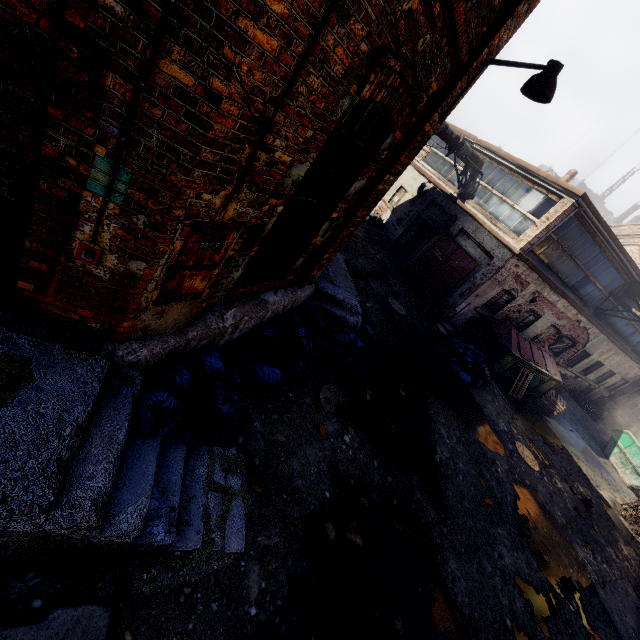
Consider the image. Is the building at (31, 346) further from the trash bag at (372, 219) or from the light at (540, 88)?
the trash bag at (372, 219)

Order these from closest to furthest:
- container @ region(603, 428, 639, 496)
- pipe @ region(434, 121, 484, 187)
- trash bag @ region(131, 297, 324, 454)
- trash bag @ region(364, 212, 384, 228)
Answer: trash bag @ region(131, 297, 324, 454) < pipe @ region(434, 121, 484, 187) < container @ region(603, 428, 639, 496) < trash bag @ region(364, 212, 384, 228)

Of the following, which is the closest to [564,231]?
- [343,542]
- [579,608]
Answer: [579,608]

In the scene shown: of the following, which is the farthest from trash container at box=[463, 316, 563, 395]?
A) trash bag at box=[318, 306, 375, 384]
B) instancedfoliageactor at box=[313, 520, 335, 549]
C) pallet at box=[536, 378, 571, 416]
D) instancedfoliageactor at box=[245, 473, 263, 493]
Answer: instancedfoliageactor at box=[245, 473, 263, 493]

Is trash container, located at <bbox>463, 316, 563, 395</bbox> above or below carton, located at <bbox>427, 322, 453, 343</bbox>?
above

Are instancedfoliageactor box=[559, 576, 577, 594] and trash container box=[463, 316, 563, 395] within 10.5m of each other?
yes

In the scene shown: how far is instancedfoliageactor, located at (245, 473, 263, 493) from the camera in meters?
3.8 m

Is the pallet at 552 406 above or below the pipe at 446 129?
below
